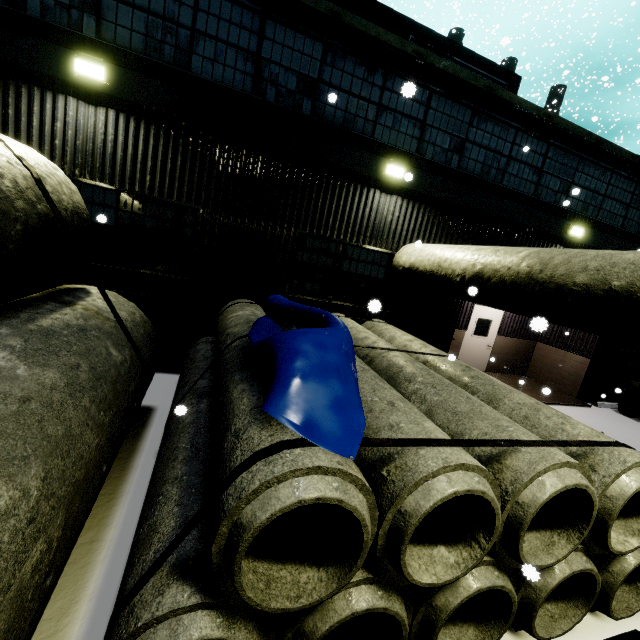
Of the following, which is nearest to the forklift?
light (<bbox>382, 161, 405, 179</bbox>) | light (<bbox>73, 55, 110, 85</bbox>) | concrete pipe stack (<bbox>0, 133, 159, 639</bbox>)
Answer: concrete pipe stack (<bbox>0, 133, 159, 639</bbox>)

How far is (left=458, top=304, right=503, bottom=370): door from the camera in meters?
11.8

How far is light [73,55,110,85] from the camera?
5.3m

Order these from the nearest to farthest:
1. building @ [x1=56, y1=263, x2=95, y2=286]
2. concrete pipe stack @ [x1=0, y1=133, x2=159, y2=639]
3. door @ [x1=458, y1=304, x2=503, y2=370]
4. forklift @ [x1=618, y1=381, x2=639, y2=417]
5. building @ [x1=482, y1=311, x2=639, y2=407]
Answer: concrete pipe stack @ [x1=0, y1=133, x2=159, y2=639]
building @ [x1=56, y1=263, x2=95, y2=286]
forklift @ [x1=618, y1=381, x2=639, y2=417]
building @ [x1=482, y1=311, x2=639, y2=407]
door @ [x1=458, y1=304, x2=503, y2=370]

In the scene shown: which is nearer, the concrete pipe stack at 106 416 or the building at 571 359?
the concrete pipe stack at 106 416

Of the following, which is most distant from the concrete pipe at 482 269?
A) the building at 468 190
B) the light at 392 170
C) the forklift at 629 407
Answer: the light at 392 170

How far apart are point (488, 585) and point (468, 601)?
0.8m

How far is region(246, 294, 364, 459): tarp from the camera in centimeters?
220cm
